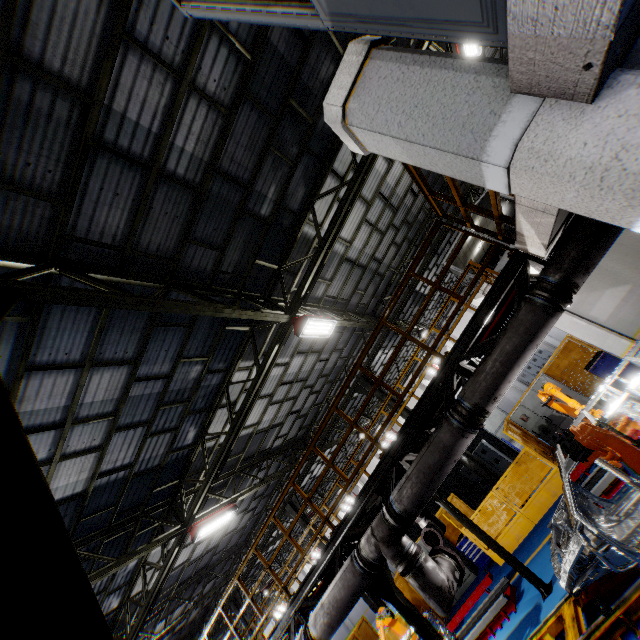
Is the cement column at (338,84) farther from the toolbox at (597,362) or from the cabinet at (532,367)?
the cabinet at (532,367)

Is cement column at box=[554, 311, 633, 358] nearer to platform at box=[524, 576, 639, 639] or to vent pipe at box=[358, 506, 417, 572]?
platform at box=[524, 576, 639, 639]

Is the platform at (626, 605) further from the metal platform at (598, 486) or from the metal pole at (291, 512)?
the metal pole at (291, 512)

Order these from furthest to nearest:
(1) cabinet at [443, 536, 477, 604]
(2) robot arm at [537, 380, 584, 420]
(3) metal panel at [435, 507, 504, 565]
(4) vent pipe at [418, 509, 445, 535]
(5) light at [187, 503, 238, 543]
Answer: (1) cabinet at [443, 536, 477, 604], (3) metal panel at [435, 507, 504, 565], (5) light at [187, 503, 238, 543], (4) vent pipe at [418, 509, 445, 535], (2) robot arm at [537, 380, 584, 420]

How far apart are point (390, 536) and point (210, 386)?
6.1 meters

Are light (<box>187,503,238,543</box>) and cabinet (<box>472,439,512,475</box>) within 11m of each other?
no

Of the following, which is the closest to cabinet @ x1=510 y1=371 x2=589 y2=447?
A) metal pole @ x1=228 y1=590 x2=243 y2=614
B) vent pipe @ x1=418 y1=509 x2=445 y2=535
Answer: vent pipe @ x1=418 y1=509 x2=445 y2=535

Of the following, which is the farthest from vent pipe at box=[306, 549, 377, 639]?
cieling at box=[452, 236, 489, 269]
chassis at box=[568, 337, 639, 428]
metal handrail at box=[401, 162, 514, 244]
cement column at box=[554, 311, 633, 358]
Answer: cieling at box=[452, 236, 489, 269]
